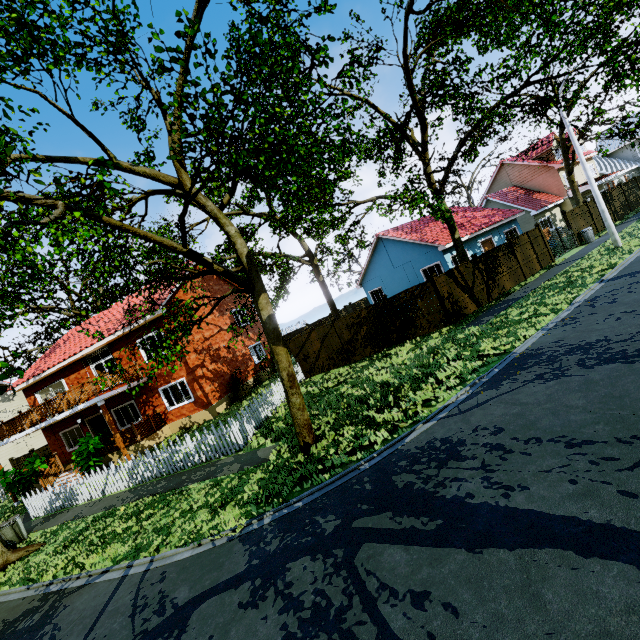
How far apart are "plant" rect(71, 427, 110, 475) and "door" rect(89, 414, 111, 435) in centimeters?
419cm

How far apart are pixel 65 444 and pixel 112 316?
9.0m

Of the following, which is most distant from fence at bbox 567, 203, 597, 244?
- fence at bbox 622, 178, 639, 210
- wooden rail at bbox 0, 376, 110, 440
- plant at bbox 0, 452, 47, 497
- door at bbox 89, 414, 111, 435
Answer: door at bbox 89, 414, 111, 435

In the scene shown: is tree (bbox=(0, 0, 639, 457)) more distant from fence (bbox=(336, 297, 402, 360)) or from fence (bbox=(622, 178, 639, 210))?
fence (bbox=(622, 178, 639, 210))

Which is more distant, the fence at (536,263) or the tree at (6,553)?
the fence at (536,263)

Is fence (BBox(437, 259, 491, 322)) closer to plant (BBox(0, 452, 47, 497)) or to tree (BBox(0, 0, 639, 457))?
tree (BBox(0, 0, 639, 457))

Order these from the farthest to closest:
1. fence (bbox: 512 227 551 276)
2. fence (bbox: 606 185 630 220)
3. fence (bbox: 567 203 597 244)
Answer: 1. fence (bbox: 606 185 630 220)
2. fence (bbox: 567 203 597 244)
3. fence (bbox: 512 227 551 276)

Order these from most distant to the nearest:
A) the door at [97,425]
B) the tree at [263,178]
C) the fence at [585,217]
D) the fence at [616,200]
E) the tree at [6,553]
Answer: the fence at [616,200], the fence at [585,217], the door at [97,425], the tree at [6,553], the tree at [263,178]
